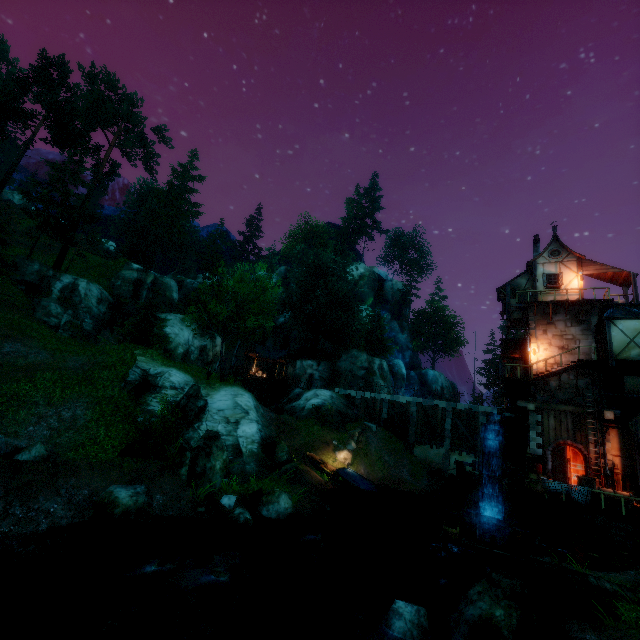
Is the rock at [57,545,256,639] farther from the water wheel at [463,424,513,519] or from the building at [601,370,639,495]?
the building at [601,370,639,495]

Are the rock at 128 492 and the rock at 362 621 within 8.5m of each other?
yes

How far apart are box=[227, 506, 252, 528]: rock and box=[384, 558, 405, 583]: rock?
7.5 meters

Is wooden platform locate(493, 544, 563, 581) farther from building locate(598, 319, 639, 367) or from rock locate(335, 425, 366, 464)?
rock locate(335, 425, 366, 464)

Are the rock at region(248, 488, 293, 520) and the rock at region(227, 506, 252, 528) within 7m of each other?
yes

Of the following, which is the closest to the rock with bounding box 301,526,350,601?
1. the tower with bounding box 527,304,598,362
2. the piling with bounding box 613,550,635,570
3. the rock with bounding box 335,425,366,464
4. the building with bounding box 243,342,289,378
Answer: the piling with bounding box 613,550,635,570

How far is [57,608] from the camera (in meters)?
8.20

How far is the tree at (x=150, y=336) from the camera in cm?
2764
